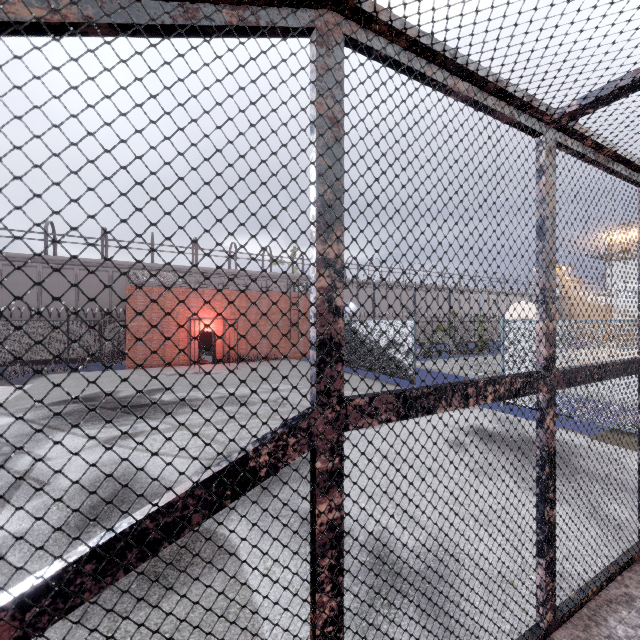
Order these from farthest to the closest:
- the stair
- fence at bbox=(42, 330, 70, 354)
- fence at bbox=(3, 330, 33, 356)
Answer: fence at bbox=(42, 330, 70, 354) → fence at bbox=(3, 330, 33, 356) → the stair

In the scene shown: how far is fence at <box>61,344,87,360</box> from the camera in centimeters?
2250cm

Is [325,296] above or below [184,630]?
above

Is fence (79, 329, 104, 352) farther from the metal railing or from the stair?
the stair

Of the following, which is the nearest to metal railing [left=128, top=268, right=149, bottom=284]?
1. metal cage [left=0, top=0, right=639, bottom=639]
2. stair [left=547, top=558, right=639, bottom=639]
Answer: metal cage [left=0, top=0, right=639, bottom=639]

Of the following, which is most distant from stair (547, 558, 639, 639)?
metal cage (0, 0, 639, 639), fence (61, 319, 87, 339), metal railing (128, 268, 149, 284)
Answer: metal railing (128, 268, 149, 284)

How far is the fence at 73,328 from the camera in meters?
22.5
